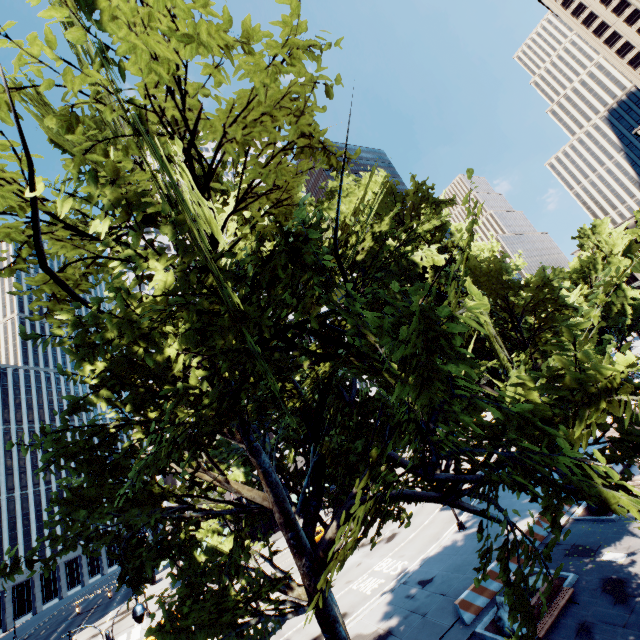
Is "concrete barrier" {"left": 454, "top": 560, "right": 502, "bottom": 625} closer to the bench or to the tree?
the tree

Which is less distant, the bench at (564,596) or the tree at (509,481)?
the tree at (509,481)

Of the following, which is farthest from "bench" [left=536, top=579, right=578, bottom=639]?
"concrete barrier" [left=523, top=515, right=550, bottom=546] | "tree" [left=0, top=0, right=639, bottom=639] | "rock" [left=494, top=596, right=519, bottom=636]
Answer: "tree" [left=0, top=0, right=639, bottom=639]

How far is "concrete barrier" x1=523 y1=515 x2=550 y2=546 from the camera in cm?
1817

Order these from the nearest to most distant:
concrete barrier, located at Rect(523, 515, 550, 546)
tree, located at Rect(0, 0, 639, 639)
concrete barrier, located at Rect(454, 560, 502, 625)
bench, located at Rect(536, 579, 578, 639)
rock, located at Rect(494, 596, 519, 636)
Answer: tree, located at Rect(0, 0, 639, 639) → bench, located at Rect(536, 579, 578, 639) → rock, located at Rect(494, 596, 519, 636) → concrete barrier, located at Rect(454, 560, 502, 625) → concrete barrier, located at Rect(523, 515, 550, 546)

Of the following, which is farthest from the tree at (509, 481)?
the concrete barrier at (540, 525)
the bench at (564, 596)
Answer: the bench at (564, 596)

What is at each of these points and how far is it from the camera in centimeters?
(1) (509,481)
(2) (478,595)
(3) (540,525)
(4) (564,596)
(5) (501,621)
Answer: (1) tree, 529cm
(2) concrete barrier, 1537cm
(3) concrete barrier, 1884cm
(4) bench, 1319cm
(5) rock, 1340cm
